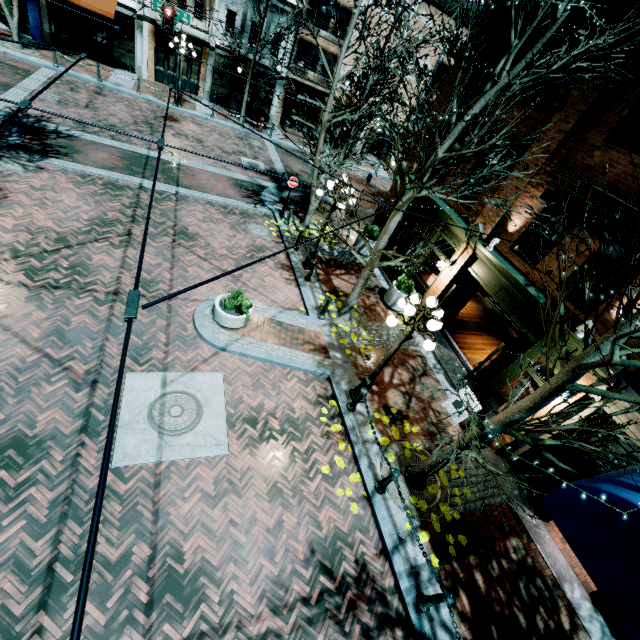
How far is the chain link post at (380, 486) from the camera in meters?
6.5

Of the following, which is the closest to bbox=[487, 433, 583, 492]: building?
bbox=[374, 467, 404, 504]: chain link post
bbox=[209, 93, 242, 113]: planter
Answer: bbox=[374, 467, 404, 504]: chain link post

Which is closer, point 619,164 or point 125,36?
point 619,164

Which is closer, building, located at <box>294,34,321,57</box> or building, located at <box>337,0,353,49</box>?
building, located at <box>337,0,353,49</box>

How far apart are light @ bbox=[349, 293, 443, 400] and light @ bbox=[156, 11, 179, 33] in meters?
16.4 m

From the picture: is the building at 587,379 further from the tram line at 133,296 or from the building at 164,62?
the building at 164,62

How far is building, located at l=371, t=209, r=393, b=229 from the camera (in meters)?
14.39

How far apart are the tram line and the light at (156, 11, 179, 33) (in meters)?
18.22
